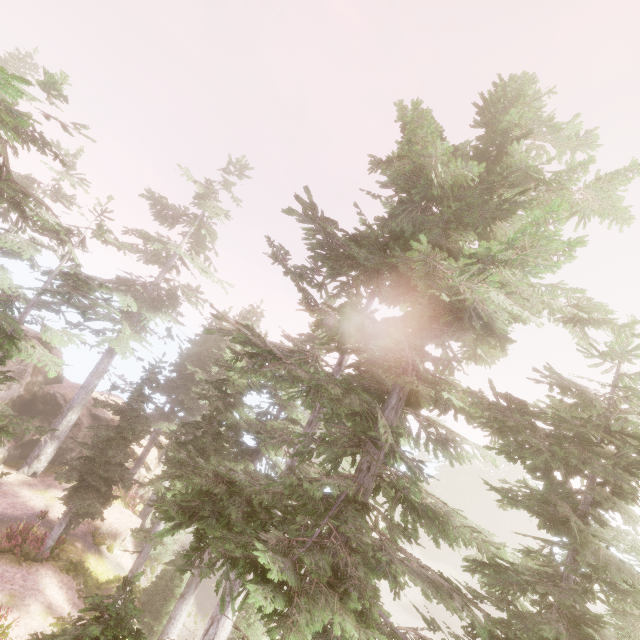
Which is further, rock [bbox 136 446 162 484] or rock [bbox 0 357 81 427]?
rock [bbox 136 446 162 484]

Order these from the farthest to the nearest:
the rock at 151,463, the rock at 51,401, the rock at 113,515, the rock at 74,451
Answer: the rock at 151,463 → the rock at 74,451 → the rock at 51,401 → the rock at 113,515

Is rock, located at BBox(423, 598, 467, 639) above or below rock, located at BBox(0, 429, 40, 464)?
below

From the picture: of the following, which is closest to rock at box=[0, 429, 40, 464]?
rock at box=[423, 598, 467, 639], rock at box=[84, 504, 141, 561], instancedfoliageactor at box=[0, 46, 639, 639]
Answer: instancedfoliageactor at box=[0, 46, 639, 639]

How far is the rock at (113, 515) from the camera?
19.5 meters

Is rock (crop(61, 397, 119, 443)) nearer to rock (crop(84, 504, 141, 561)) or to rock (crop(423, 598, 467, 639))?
rock (crop(84, 504, 141, 561))

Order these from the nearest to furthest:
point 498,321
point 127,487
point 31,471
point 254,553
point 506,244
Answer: point 254,553 < point 506,244 < point 498,321 < point 127,487 < point 31,471

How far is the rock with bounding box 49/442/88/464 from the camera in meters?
23.7 m
